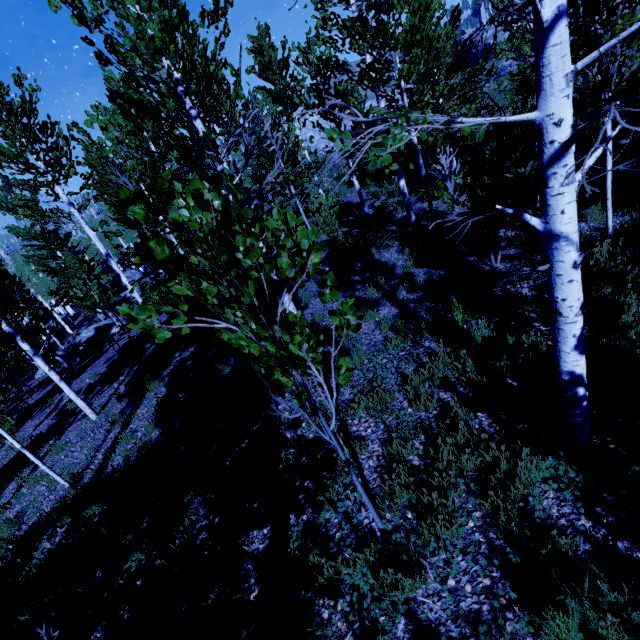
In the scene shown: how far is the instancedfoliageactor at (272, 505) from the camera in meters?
3.6

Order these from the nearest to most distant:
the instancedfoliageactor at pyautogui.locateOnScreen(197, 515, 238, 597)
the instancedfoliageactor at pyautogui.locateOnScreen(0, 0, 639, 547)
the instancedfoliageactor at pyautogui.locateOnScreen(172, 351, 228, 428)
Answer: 1. the instancedfoliageactor at pyautogui.locateOnScreen(0, 0, 639, 547)
2. the instancedfoliageactor at pyautogui.locateOnScreen(197, 515, 238, 597)
3. the instancedfoliageactor at pyautogui.locateOnScreen(172, 351, 228, 428)

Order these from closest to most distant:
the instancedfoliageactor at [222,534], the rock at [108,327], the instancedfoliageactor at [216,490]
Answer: the instancedfoliageactor at [222,534] → the instancedfoliageactor at [216,490] → the rock at [108,327]

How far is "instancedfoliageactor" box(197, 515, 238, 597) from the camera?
3.27m

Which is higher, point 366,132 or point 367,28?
point 367,28

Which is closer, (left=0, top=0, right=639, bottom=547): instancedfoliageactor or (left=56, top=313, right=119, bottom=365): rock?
(left=0, top=0, right=639, bottom=547): instancedfoliageactor
